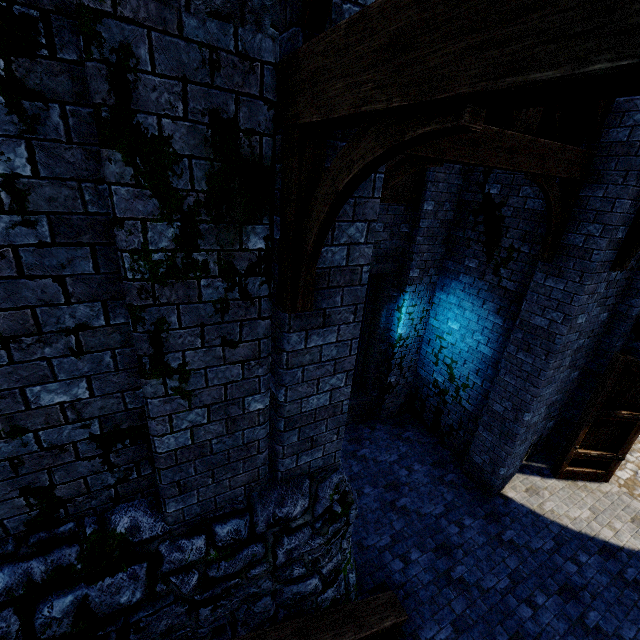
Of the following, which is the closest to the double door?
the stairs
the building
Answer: the building

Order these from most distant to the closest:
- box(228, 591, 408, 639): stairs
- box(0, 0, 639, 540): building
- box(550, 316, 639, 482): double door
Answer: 1. box(550, 316, 639, 482): double door
2. box(228, 591, 408, 639): stairs
3. box(0, 0, 639, 540): building

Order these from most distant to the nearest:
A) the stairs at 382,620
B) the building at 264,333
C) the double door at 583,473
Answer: the double door at 583,473, the stairs at 382,620, the building at 264,333

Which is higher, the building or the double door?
the building

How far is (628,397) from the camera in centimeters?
693cm

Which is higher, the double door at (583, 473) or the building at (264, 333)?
the building at (264, 333)

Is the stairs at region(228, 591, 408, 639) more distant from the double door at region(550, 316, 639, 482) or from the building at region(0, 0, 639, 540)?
the double door at region(550, 316, 639, 482)
